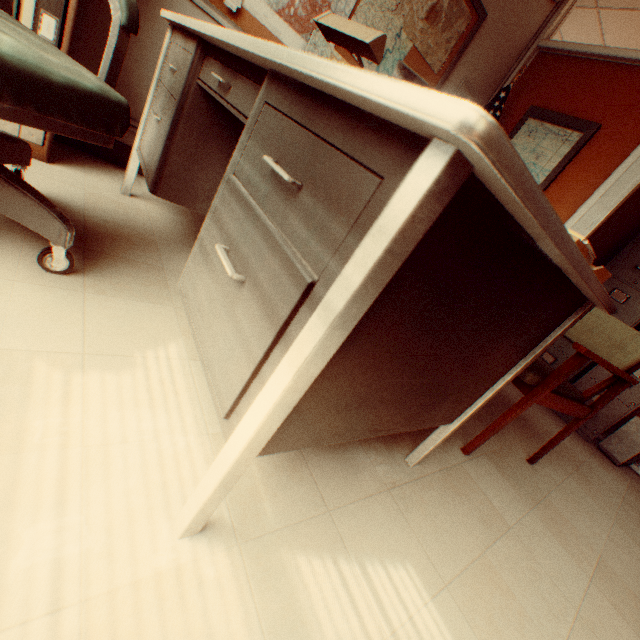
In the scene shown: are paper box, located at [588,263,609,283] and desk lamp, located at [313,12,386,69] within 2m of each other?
yes

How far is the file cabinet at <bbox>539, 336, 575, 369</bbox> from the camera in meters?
3.6

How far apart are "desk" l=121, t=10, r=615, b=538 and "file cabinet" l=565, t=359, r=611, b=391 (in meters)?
2.97

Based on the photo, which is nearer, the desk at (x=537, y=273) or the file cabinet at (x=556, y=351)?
the desk at (x=537, y=273)

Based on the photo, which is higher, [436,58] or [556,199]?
[436,58]

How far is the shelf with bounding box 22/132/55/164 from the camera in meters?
1.8

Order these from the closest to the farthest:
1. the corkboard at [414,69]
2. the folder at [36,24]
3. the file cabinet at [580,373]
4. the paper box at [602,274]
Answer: the paper box at [602,274]
the folder at [36,24]
the corkboard at [414,69]
the file cabinet at [580,373]

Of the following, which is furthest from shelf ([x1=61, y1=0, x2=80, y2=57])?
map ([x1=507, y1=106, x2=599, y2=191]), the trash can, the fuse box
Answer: the trash can
